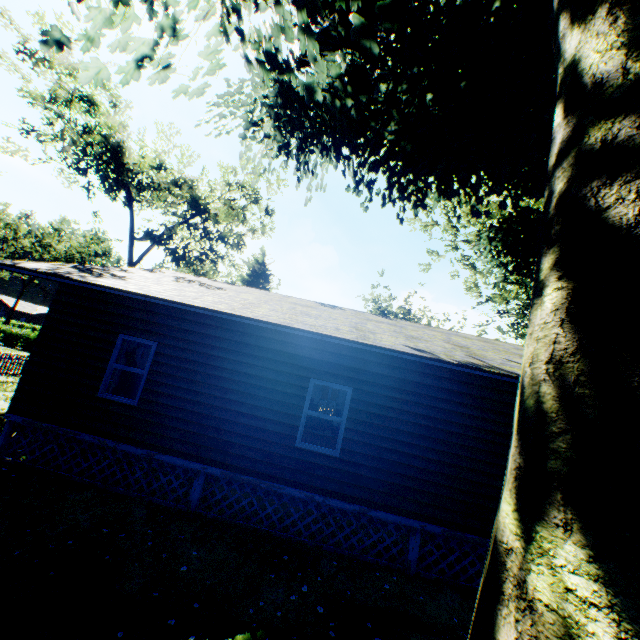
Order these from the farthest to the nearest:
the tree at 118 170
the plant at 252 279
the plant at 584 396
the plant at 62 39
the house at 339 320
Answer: the plant at 252 279 → the tree at 118 170 → the house at 339 320 → the plant at 62 39 → the plant at 584 396

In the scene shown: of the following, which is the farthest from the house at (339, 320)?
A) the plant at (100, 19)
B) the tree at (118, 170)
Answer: the tree at (118, 170)

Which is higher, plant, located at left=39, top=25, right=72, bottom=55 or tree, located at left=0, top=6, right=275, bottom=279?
tree, located at left=0, top=6, right=275, bottom=279

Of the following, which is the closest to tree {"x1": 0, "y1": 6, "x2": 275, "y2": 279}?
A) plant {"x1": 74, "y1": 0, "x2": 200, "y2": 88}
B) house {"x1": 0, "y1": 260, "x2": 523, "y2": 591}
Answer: plant {"x1": 74, "y1": 0, "x2": 200, "y2": 88}

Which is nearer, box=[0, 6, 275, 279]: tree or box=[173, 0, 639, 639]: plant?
box=[173, 0, 639, 639]: plant

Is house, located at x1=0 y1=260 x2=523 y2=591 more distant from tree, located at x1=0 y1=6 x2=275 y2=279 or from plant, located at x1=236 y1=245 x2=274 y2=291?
tree, located at x1=0 y1=6 x2=275 y2=279

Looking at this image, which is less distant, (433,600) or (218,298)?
(433,600)
